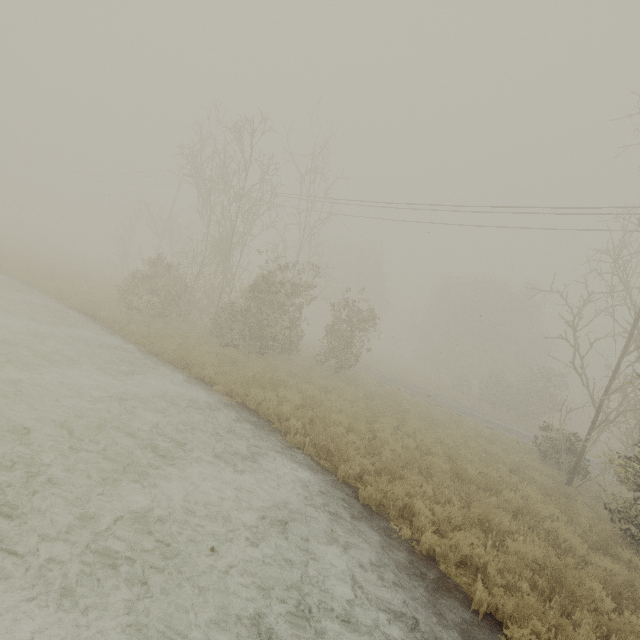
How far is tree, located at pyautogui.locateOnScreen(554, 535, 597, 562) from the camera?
6.9m

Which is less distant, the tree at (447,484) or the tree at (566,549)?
the tree at (566,549)

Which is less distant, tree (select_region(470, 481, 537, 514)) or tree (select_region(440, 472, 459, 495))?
tree (select_region(470, 481, 537, 514))

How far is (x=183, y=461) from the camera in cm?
658
